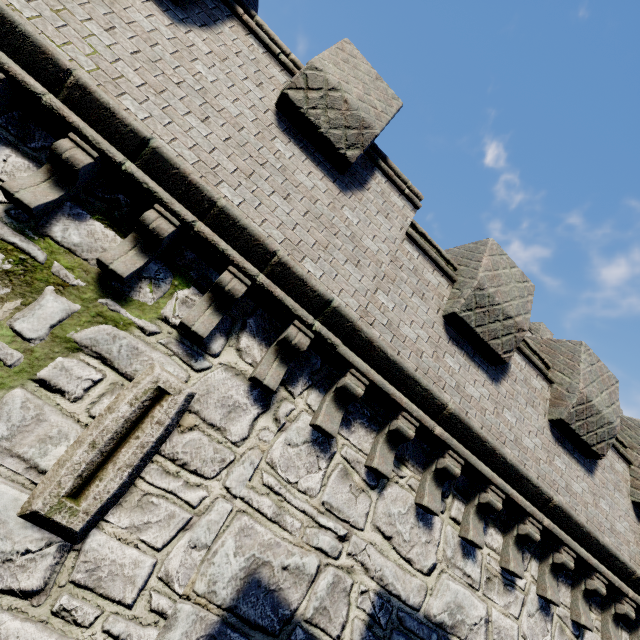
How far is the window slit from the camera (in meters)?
2.64

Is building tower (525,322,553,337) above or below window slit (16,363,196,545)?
above

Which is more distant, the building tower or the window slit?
the building tower

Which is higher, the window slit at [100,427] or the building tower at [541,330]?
the building tower at [541,330]

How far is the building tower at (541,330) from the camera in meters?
20.9 m

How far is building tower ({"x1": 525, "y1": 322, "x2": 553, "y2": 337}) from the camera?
20.9m

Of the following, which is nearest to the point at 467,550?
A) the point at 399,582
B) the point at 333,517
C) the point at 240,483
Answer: the point at 399,582
